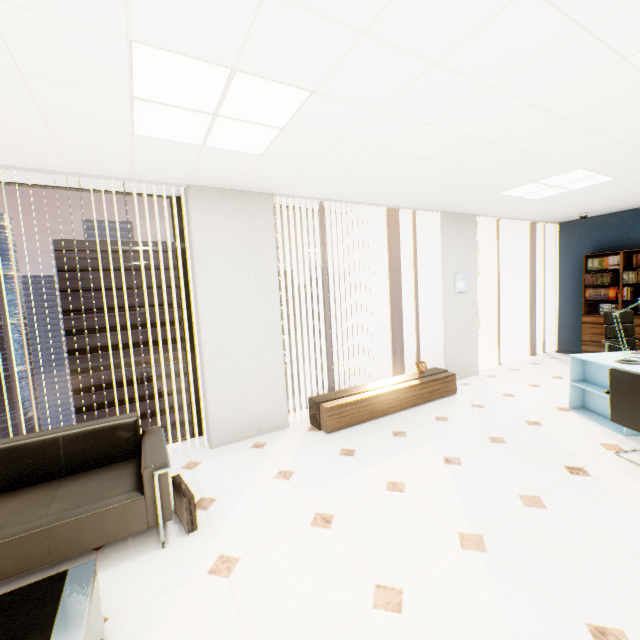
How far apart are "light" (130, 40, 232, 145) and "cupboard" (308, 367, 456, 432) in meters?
2.8 m

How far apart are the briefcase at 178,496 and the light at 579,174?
5.15m

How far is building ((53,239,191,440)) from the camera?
48.75m

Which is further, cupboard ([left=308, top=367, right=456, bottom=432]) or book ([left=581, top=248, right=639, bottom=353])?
book ([left=581, top=248, right=639, bottom=353])

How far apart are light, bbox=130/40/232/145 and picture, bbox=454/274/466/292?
4.2 meters

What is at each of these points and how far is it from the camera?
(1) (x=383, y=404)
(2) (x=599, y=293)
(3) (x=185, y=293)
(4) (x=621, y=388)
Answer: (1) cupboard, 4.4 meters
(2) book, 6.5 meters
(3) window, 3.9 meters
(4) chair, 3.0 meters

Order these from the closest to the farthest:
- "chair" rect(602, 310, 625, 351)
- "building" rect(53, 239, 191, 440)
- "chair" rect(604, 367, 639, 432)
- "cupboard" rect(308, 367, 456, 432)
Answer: "chair" rect(604, 367, 639, 432)
"cupboard" rect(308, 367, 456, 432)
"chair" rect(602, 310, 625, 351)
"building" rect(53, 239, 191, 440)

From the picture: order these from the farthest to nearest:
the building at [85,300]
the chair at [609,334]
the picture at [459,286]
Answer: the building at [85,300], the picture at [459,286], the chair at [609,334]
